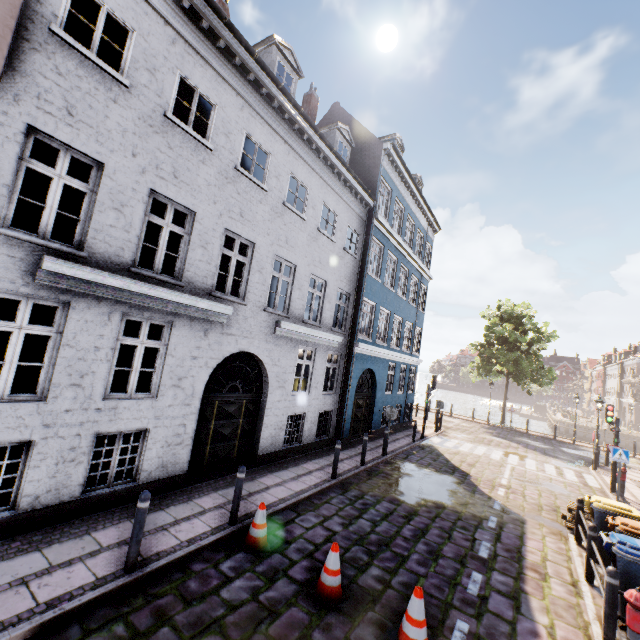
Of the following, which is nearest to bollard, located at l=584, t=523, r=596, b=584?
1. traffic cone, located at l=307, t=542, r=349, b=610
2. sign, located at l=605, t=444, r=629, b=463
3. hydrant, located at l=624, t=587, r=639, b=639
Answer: hydrant, located at l=624, t=587, r=639, b=639

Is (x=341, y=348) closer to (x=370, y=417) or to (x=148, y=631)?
(x=370, y=417)

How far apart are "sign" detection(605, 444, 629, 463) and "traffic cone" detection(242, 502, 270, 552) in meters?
13.4

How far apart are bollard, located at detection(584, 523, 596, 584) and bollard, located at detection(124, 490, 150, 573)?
8.56m

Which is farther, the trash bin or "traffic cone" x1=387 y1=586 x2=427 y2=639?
the trash bin

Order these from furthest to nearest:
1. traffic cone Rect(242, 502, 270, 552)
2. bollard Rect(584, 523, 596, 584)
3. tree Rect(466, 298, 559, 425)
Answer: tree Rect(466, 298, 559, 425) → bollard Rect(584, 523, 596, 584) → traffic cone Rect(242, 502, 270, 552)

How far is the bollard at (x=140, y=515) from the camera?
4.7 meters

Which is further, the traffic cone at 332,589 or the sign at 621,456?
the sign at 621,456
